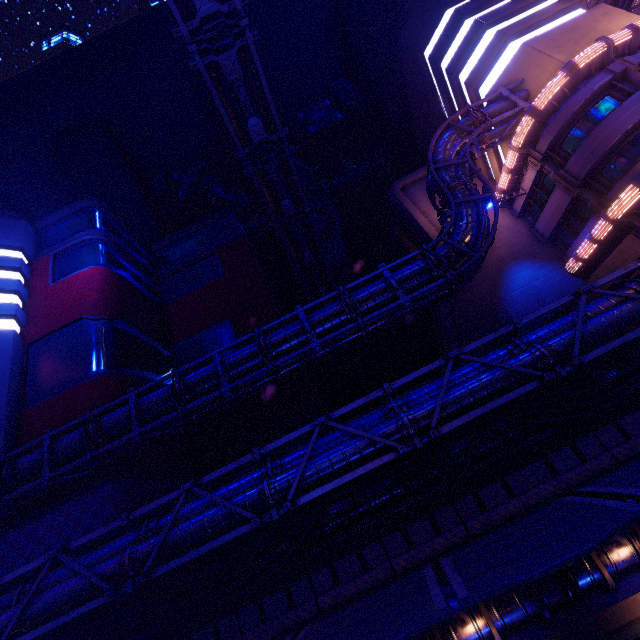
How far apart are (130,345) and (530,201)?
31.81m

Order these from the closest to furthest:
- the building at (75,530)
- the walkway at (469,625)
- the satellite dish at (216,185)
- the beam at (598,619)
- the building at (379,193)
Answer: the beam at (598,619)
the walkway at (469,625)
the building at (75,530)
the building at (379,193)
the satellite dish at (216,185)

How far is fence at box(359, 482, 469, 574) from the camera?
9.82m

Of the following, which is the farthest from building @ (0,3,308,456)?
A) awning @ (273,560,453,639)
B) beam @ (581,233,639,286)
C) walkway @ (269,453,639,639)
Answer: awning @ (273,560,453,639)

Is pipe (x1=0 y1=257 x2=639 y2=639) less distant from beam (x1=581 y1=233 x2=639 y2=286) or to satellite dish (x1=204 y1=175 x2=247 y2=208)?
beam (x1=581 y1=233 x2=639 y2=286)

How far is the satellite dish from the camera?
38.3 meters

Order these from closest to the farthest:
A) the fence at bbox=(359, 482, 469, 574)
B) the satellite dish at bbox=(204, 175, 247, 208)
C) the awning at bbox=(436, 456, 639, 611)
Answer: the awning at bbox=(436, 456, 639, 611), the fence at bbox=(359, 482, 469, 574), the satellite dish at bbox=(204, 175, 247, 208)

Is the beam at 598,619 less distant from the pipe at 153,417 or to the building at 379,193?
the building at 379,193
